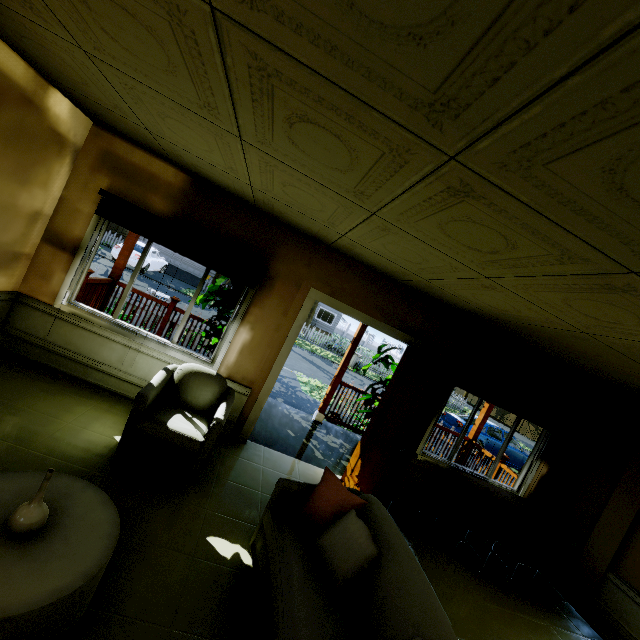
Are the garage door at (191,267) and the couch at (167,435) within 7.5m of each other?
no

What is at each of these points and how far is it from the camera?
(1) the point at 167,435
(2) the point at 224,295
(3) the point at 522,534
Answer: (1) couch, 2.89m
(2) plant, 4.63m
(3) desk, 4.25m

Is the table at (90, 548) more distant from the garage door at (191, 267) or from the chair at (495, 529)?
the garage door at (191, 267)

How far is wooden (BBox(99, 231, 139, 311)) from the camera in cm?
545

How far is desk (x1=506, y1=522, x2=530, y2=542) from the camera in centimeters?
420cm

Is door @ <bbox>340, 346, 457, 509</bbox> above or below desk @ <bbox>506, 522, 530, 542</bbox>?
below

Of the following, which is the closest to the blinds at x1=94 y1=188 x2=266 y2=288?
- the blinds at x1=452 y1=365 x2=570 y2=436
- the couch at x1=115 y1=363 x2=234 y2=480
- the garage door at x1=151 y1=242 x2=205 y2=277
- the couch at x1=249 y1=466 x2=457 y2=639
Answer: the couch at x1=115 y1=363 x2=234 y2=480

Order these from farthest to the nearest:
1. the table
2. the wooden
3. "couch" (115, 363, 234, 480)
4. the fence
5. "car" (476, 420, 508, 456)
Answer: the fence → "car" (476, 420, 508, 456) → the wooden → "couch" (115, 363, 234, 480) → the table
